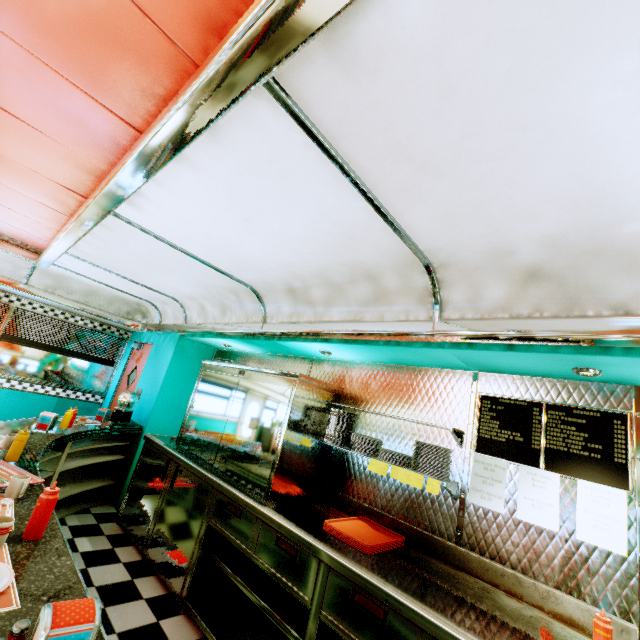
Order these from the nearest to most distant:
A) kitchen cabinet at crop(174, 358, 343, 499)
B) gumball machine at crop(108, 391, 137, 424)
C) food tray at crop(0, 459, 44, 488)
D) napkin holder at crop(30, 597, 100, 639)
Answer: napkin holder at crop(30, 597, 100, 639) → food tray at crop(0, 459, 44, 488) → kitchen cabinet at crop(174, 358, 343, 499) → gumball machine at crop(108, 391, 137, 424)

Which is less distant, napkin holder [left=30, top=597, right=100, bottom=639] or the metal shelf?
napkin holder [left=30, top=597, right=100, bottom=639]

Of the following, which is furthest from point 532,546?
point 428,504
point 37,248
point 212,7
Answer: point 37,248

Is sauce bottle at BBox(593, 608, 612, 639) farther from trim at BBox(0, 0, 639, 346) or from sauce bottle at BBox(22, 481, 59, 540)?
sauce bottle at BBox(22, 481, 59, 540)

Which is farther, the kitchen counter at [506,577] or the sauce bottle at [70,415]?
the sauce bottle at [70,415]

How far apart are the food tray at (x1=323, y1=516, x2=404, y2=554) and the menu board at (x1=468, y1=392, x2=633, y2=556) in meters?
0.6 m

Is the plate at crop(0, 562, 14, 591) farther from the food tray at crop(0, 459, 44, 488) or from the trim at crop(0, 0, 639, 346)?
the trim at crop(0, 0, 639, 346)

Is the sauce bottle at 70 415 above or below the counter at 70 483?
above
